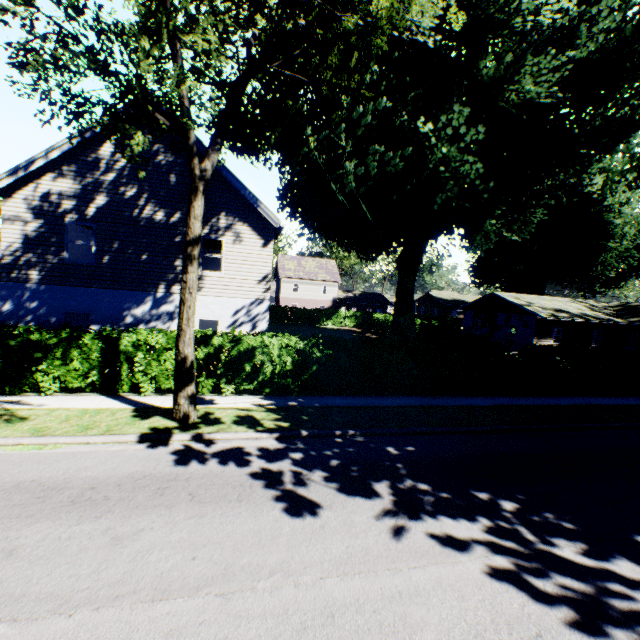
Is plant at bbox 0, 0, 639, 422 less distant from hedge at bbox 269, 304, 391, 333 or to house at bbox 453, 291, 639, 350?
house at bbox 453, 291, 639, 350

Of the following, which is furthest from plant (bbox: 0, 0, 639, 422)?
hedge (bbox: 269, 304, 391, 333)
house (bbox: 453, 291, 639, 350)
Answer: hedge (bbox: 269, 304, 391, 333)

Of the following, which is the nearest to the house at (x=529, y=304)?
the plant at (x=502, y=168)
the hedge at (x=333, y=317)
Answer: the plant at (x=502, y=168)

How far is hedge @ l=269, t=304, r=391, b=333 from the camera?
40.8m

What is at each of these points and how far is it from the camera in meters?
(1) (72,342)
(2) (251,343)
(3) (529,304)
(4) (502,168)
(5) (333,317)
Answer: (1) hedge, 10.3 m
(2) hedge, 11.6 m
(3) house, 31.8 m
(4) plant, 20.7 m
(5) hedge, 44.1 m

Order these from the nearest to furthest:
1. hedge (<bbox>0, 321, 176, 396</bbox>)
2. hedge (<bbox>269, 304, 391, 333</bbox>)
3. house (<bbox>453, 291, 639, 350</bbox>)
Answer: hedge (<bbox>0, 321, 176, 396</bbox>)
house (<bbox>453, 291, 639, 350</bbox>)
hedge (<bbox>269, 304, 391, 333</bbox>)
